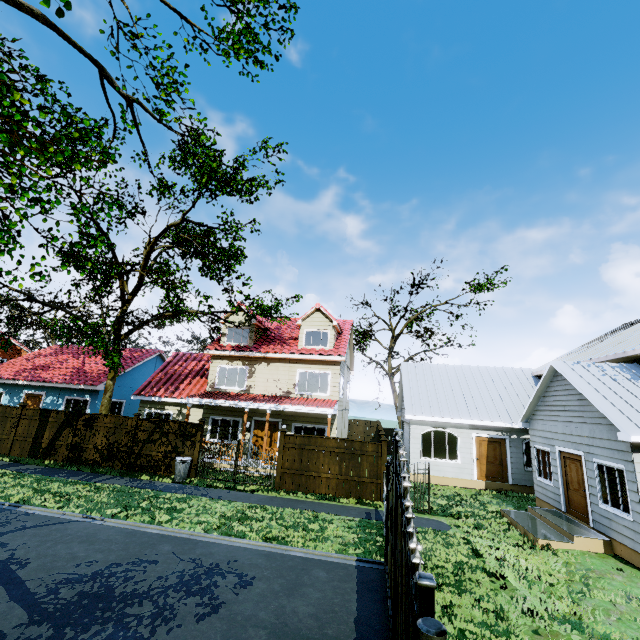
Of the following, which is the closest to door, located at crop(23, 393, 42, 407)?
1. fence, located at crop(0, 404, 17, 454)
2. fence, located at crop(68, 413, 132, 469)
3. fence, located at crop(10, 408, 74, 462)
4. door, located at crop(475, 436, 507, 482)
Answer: fence, located at crop(0, 404, 17, 454)

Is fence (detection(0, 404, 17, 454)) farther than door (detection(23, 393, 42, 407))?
No

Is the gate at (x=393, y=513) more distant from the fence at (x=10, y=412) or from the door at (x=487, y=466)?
the door at (x=487, y=466)

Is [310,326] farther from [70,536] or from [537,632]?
[537,632]

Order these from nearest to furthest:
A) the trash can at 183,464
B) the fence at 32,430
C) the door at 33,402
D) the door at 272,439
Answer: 1. the trash can at 183,464
2. the fence at 32,430
3. the door at 272,439
4. the door at 33,402

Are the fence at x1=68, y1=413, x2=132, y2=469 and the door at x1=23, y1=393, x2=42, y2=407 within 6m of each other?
no

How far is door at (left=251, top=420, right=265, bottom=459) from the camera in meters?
17.9

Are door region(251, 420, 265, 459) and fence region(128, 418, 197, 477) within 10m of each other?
yes
